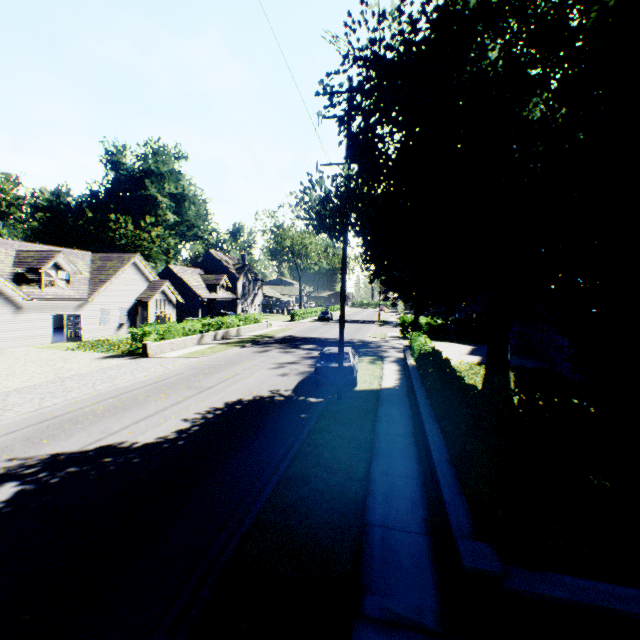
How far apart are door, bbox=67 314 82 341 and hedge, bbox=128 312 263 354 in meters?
7.3 m

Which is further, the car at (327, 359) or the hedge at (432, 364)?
the car at (327, 359)

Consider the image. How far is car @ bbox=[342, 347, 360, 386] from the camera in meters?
13.7

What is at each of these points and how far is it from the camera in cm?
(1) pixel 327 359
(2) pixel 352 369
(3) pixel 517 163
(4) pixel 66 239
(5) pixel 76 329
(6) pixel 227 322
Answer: (1) car, 1446
(2) car, 1378
(3) tree, 1003
(4) plant, 5944
(5) door, 2519
(6) hedge, 3083

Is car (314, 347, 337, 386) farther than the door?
No

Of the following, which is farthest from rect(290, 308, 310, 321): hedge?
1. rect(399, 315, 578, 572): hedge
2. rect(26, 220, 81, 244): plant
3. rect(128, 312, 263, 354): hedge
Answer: rect(399, 315, 578, 572): hedge

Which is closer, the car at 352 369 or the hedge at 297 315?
the car at 352 369

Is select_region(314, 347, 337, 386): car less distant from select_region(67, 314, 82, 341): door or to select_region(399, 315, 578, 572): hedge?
select_region(399, 315, 578, 572): hedge
